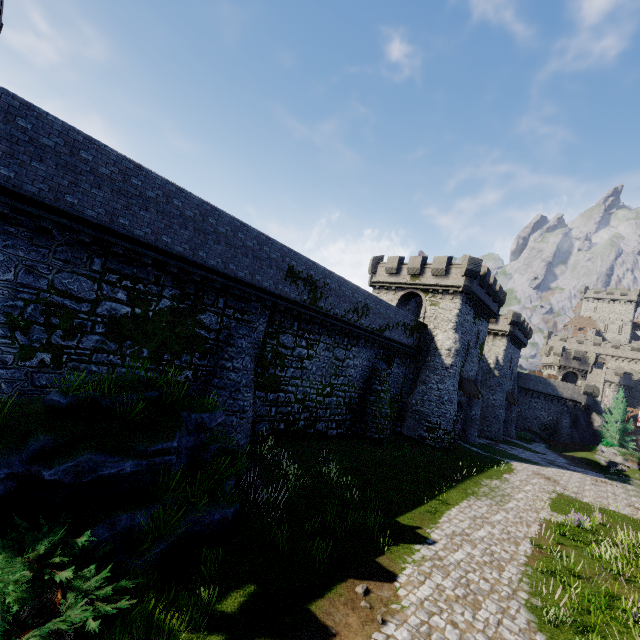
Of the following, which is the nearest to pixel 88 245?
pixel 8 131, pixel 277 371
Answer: pixel 8 131

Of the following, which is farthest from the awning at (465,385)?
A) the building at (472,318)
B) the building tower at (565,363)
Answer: the building tower at (565,363)

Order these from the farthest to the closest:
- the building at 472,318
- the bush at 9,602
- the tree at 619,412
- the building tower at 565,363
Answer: the building tower at 565,363, the tree at 619,412, the building at 472,318, the bush at 9,602

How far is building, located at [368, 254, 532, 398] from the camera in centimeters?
2941cm

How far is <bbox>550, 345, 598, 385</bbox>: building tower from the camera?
57.1 meters

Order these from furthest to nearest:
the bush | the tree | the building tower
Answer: the building tower
the tree
the bush

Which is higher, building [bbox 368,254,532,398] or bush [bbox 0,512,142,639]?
building [bbox 368,254,532,398]

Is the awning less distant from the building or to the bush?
the building
